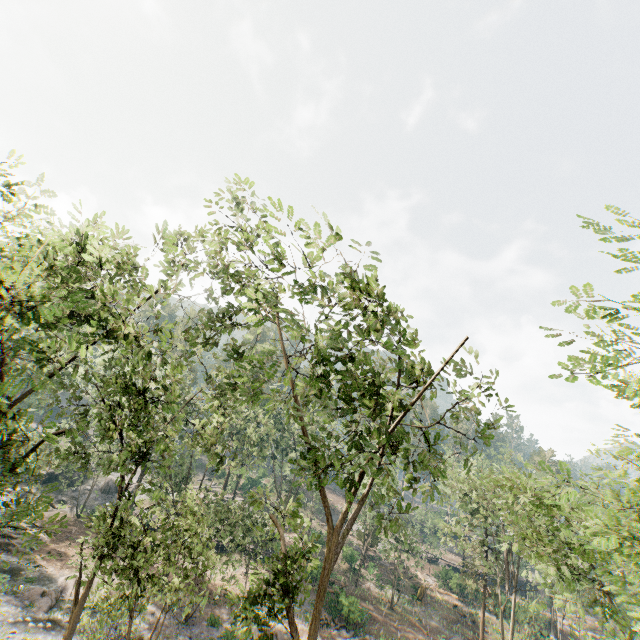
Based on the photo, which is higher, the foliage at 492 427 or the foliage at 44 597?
the foliage at 492 427

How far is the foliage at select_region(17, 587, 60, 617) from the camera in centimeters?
2270cm

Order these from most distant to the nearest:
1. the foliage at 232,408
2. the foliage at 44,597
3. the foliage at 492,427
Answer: the foliage at 44,597 → the foliage at 492,427 → the foliage at 232,408

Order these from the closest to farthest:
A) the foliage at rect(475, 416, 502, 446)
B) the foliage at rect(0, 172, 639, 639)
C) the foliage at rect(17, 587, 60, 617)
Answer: the foliage at rect(0, 172, 639, 639), the foliage at rect(475, 416, 502, 446), the foliage at rect(17, 587, 60, 617)

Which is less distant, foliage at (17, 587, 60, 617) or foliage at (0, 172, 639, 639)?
foliage at (0, 172, 639, 639)

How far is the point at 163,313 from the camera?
11.87m
